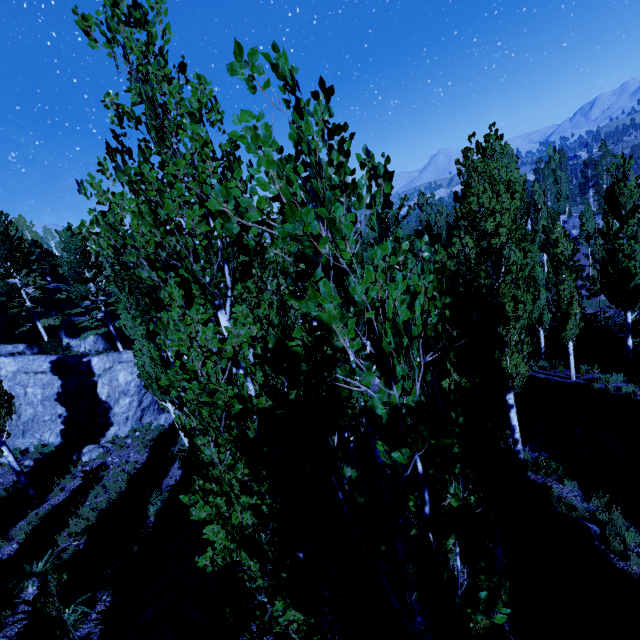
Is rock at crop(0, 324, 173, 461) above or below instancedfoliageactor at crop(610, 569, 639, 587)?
above

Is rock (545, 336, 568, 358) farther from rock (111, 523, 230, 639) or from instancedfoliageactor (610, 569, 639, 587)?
rock (111, 523, 230, 639)

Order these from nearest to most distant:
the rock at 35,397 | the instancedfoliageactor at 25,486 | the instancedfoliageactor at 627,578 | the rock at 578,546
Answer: the instancedfoliageactor at 627,578 → the rock at 578,546 → the instancedfoliageactor at 25,486 → the rock at 35,397

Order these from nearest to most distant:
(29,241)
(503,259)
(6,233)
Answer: (503,259) → (6,233) → (29,241)

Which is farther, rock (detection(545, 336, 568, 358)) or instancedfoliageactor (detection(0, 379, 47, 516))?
rock (detection(545, 336, 568, 358))

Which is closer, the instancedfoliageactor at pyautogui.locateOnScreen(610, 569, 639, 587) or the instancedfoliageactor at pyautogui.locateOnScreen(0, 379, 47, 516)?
the instancedfoliageactor at pyautogui.locateOnScreen(610, 569, 639, 587)

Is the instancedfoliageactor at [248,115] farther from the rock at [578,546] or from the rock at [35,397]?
the rock at [578,546]

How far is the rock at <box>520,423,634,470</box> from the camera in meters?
10.5 m
